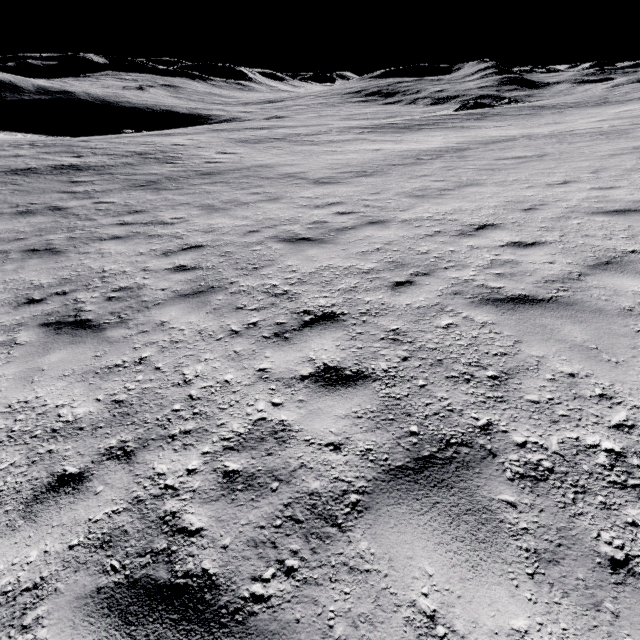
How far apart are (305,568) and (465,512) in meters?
1.0
